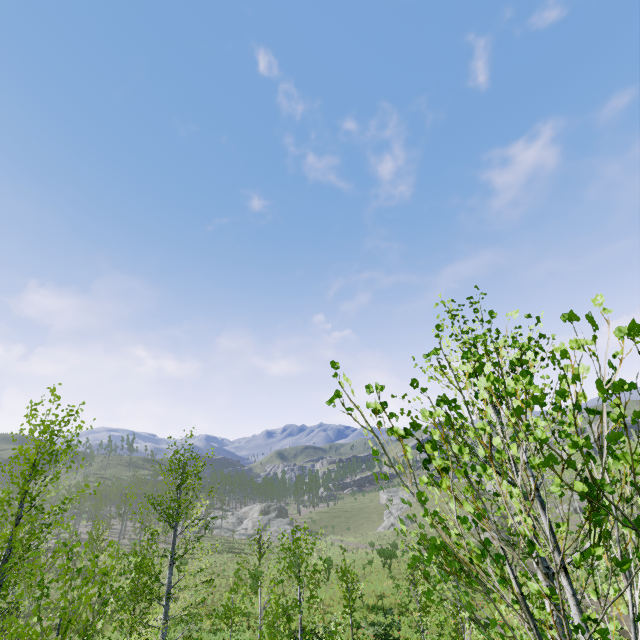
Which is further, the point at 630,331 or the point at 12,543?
the point at 12,543
